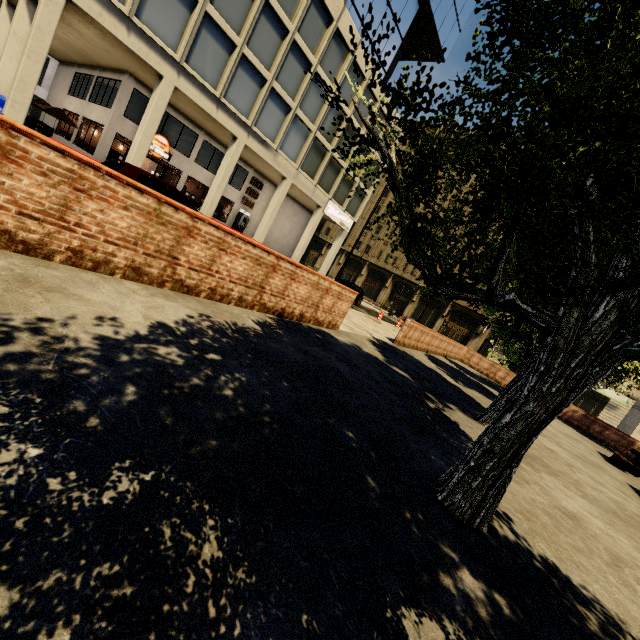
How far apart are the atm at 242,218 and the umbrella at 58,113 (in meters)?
11.65

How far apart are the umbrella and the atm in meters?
11.7

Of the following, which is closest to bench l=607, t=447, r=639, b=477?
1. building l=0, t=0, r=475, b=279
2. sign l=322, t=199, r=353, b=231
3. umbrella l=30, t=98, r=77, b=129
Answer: building l=0, t=0, r=475, b=279

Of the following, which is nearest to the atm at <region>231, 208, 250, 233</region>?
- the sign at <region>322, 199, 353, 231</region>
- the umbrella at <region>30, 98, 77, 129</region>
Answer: the sign at <region>322, 199, 353, 231</region>

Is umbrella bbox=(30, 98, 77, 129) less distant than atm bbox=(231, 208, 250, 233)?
Yes

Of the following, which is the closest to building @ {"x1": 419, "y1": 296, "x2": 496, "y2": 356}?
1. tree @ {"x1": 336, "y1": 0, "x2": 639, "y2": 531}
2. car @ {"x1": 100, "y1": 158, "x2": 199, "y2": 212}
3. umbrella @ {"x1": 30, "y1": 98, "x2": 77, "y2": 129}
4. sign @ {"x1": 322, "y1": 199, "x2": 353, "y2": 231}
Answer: sign @ {"x1": 322, "y1": 199, "x2": 353, "y2": 231}

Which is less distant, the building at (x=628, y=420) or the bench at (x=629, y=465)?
the bench at (x=629, y=465)

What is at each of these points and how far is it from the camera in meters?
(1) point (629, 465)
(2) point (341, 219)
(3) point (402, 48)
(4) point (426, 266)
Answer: (1) bench, 12.6
(2) sign, 31.0
(3) building, 32.0
(4) tree, 2.9
